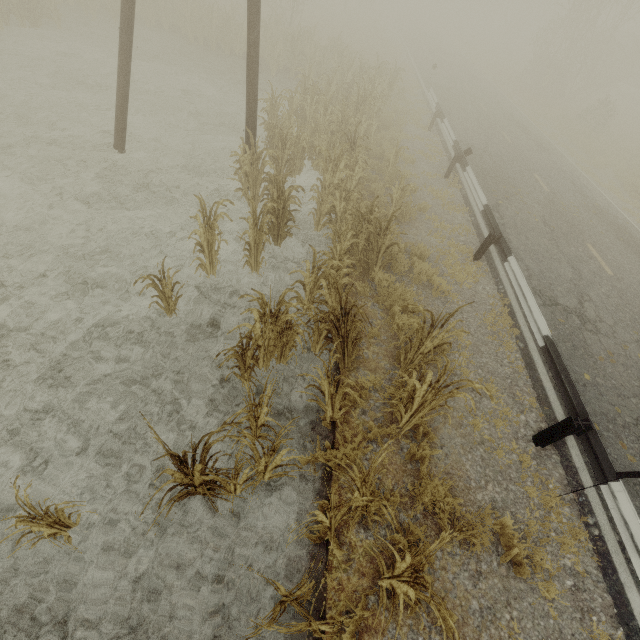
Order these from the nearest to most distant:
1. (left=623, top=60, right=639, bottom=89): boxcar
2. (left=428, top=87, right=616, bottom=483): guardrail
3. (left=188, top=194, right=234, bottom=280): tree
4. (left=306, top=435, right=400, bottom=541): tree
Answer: (left=306, top=435, right=400, bottom=541): tree
(left=428, top=87, right=616, bottom=483): guardrail
(left=188, top=194, right=234, bottom=280): tree
(left=623, top=60, right=639, bottom=89): boxcar

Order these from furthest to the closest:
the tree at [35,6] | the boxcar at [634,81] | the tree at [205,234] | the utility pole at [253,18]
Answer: the boxcar at [634,81] < the tree at [35,6] < the utility pole at [253,18] < the tree at [205,234]

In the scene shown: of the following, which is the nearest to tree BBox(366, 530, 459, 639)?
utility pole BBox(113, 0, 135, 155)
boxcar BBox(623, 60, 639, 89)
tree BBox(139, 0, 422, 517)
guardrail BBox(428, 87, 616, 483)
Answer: guardrail BBox(428, 87, 616, 483)

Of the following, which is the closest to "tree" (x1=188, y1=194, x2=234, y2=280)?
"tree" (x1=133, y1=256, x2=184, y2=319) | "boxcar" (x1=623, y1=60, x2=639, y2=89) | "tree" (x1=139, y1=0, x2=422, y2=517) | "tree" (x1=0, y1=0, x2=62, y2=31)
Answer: "tree" (x1=133, y1=256, x2=184, y2=319)

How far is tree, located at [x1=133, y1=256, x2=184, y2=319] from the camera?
5.1 meters

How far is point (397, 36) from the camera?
34.12m

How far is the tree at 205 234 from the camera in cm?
555

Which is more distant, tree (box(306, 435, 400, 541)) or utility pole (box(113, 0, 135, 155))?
utility pole (box(113, 0, 135, 155))
